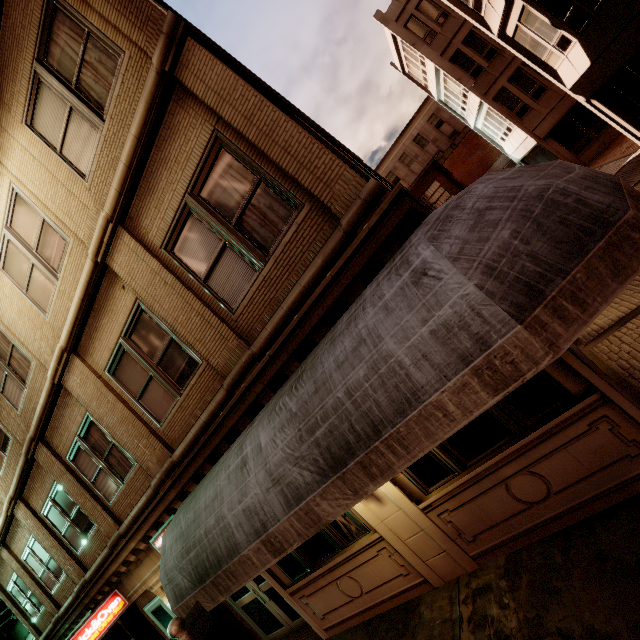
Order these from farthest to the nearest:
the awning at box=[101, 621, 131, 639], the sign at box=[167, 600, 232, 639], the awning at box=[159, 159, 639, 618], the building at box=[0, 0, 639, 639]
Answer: the awning at box=[101, 621, 131, 639], the building at box=[0, 0, 639, 639], the sign at box=[167, 600, 232, 639], the awning at box=[159, 159, 639, 618]

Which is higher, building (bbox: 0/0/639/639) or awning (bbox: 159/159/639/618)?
building (bbox: 0/0/639/639)

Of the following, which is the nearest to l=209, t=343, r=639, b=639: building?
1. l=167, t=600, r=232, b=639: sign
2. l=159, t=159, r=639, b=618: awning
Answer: l=159, t=159, r=639, b=618: awning

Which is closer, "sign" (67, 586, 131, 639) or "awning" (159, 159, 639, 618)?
"awning" (159, 159, 639, 618)

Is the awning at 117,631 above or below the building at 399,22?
below

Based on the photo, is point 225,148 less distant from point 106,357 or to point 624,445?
point 106,357

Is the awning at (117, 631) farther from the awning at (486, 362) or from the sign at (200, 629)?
the sign at (200, 629)

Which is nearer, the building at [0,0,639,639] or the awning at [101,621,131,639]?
the building at [0,0,639,639]
